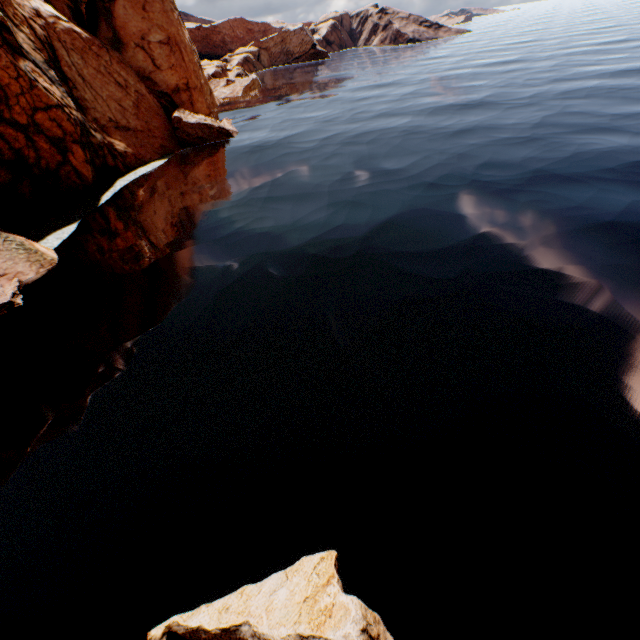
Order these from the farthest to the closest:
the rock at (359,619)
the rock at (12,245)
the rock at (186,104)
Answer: the rock at (186,104), the rock at (12,245), the rock at (359,619)

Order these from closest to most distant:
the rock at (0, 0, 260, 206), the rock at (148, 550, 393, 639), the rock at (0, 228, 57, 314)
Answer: the rock at (148, 550, 393, 639) < the rock at (0, 228, 57, 314) < the rock at (0, 0, 260, 206)

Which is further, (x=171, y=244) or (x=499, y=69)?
(x=499, y=69)

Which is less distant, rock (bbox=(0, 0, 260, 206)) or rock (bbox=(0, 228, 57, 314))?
rock (bbox=(0, 228, 57, 314))

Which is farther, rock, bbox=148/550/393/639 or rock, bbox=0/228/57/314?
rock, bbox=0/228/57/314

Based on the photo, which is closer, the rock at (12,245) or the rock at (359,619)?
the rock at (359,619)

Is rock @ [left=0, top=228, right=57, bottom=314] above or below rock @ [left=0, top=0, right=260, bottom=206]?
below
